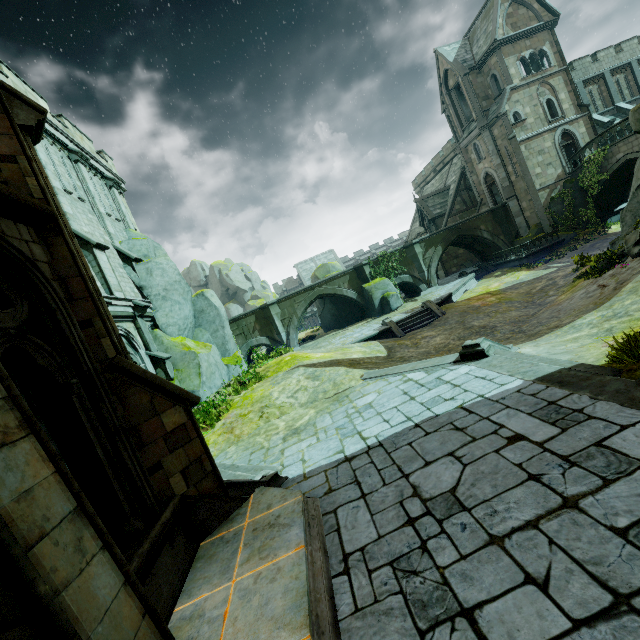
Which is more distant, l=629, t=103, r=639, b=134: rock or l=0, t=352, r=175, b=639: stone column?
l=629, t=103, r=639, b=134: rock

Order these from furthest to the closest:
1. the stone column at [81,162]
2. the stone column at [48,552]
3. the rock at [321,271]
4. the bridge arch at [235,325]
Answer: the rock at [321,271], the bridge arch at [235,325], the stone column at [81,162], the stone column at [48,552]

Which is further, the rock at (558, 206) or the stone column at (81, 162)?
the rock at (558, 206)

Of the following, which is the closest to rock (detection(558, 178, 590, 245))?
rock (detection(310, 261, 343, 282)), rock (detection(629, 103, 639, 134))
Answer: rock (detection(629, 103, 639, 134))

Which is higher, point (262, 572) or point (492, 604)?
point (262, 572)

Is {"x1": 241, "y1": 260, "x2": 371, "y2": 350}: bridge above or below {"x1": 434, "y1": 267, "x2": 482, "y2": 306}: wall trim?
above

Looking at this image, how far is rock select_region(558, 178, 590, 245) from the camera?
27.1 meters

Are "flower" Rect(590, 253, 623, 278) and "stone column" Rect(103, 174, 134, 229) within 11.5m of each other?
no
